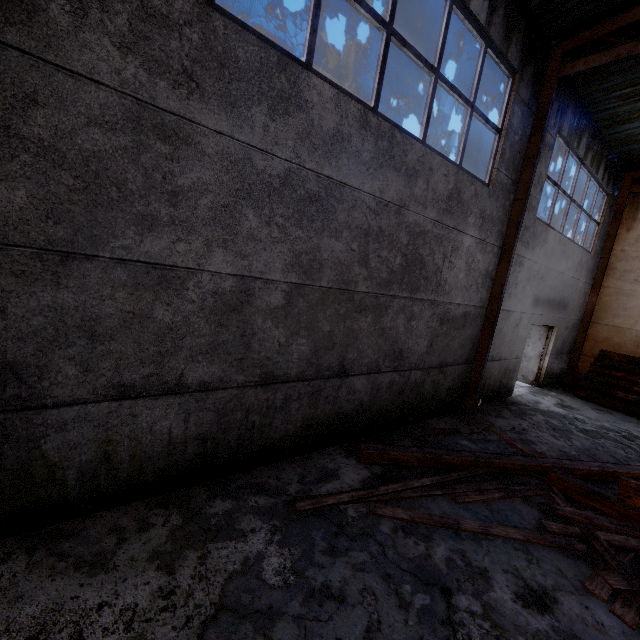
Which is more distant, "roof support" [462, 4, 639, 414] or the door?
the door

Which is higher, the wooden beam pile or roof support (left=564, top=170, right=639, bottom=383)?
roof support (left=564, top=170, right=639, bottom=383)

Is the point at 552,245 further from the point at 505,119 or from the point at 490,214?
the point at 505,119

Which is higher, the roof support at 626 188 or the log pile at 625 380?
the roof support at 626 188

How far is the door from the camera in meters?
11.0

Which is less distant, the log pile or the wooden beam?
the wooden beam

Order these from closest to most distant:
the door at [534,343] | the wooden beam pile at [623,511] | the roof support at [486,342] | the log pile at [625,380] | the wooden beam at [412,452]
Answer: the wooden beam pile at [623,511] → the wooden beam at [412,452] → the roof support at [486,342] → the log pile at [625,380] → the door at [534,343]

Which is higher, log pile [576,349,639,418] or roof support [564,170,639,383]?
roof support [564,170,639,383]
